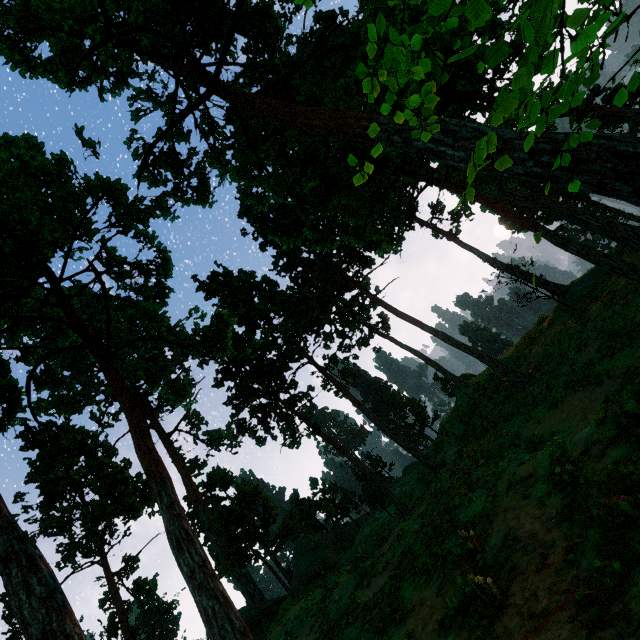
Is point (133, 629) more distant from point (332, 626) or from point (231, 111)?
point (231, 111)
